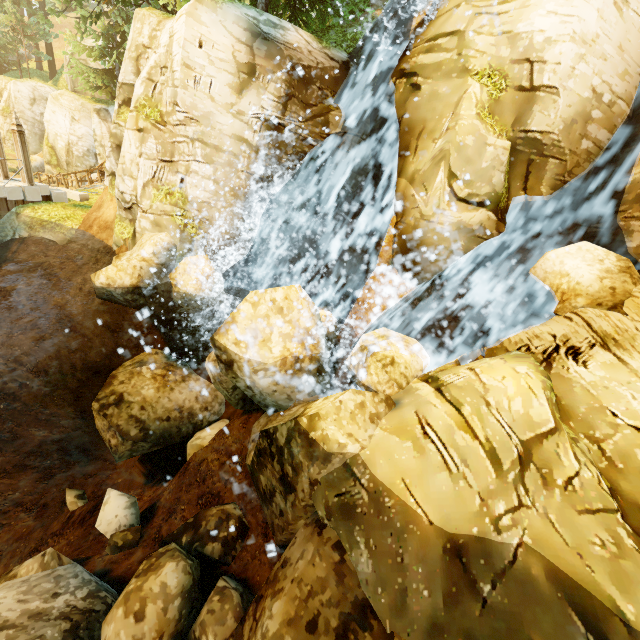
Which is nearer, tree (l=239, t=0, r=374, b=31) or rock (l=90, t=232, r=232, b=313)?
rock (l=90, t=232, r=232, b=313)

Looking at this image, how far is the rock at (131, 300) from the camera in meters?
8.9 m

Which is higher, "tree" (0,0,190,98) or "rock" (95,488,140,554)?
"tree" (0,0,190,98)

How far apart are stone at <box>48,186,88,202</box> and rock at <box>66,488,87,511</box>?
12.9 meters

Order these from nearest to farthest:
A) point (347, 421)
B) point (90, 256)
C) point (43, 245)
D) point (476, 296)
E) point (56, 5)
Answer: point (347, 421) → point (476, 296) → point (90, 256) → point (43, 245) → point (56, 5)

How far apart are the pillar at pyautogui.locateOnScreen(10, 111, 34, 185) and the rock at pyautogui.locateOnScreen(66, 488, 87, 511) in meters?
12.9 m

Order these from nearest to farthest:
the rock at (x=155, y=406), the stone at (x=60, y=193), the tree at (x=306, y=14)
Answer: the rock at (x=155, y=406)
the tree at (x=306, y=14)
the stone at (x=60, y=193)

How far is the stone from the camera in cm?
1490
